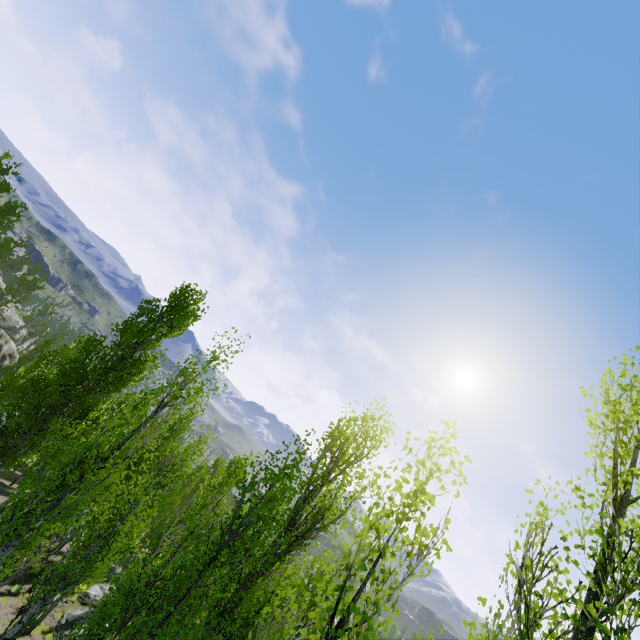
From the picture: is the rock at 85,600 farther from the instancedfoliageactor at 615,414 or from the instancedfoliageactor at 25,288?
the instancedfoliageactor at 615,414

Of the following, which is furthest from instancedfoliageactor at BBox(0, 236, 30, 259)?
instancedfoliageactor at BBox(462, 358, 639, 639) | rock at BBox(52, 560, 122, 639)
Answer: instancedfoliageactor at BBox(462, 358, 639, 639)

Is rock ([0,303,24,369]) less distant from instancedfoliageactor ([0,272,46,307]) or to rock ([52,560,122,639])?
instancedfoliageactor ([0,272,46,307])

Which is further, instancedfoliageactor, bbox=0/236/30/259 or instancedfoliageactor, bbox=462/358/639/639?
instancedfoliageactor, bbox=0/236/30/259

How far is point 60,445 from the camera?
31.0 meters

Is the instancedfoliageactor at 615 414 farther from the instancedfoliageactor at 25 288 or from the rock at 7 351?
the rock at 7 351

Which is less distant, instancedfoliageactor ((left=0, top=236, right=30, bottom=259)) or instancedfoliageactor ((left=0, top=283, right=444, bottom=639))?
instancedfoliageactor ((left=0, top=283, right=444, bottom=639))

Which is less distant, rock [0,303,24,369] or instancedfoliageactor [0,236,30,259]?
rock [0,303,24,369]
